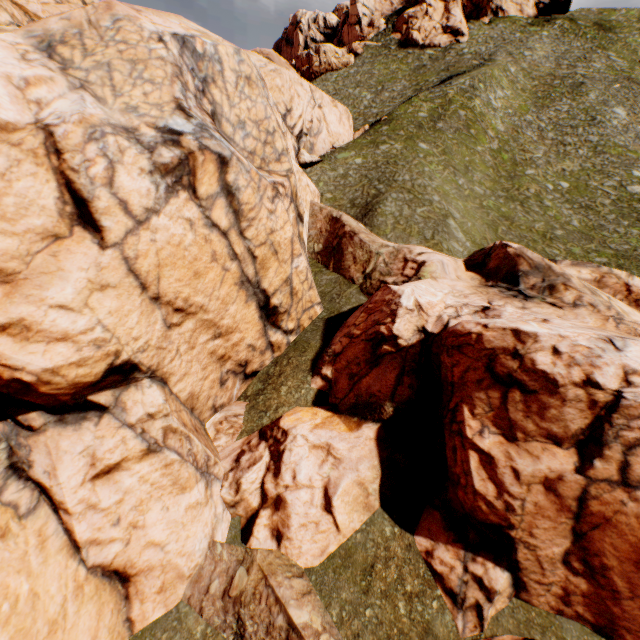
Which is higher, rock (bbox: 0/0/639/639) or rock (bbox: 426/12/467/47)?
rock (bbox: 426/12/467/47)

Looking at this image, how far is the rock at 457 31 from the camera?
58.7m

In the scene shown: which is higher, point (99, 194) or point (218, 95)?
point (218, 95)

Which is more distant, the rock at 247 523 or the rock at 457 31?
the rock at 457 31

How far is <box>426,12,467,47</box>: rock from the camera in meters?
58.7

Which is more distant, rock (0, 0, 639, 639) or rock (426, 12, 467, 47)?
rock (426, 12, 467, 47)
